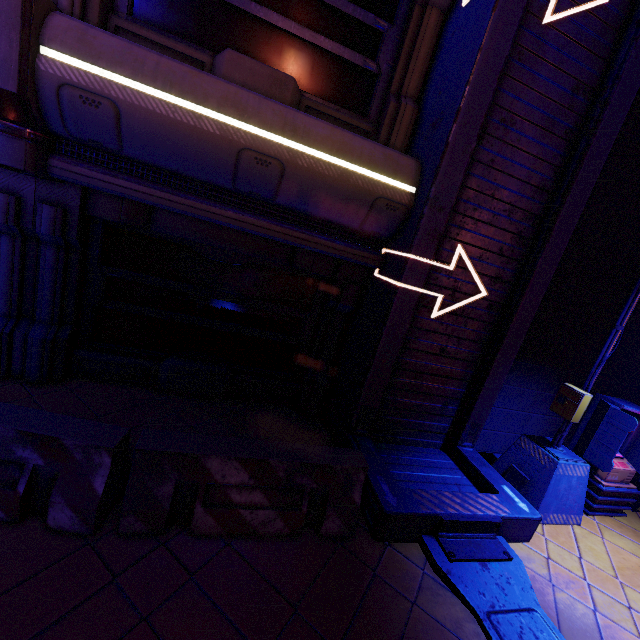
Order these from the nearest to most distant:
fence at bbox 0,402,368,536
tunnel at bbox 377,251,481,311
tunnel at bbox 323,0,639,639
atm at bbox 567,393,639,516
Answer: fence at bbox 0,402,368,536 < tunnel at bbox 323,0,639,639 < tunnel at bbox 377,251,481,311 < atm at bbox 567,393,639,516

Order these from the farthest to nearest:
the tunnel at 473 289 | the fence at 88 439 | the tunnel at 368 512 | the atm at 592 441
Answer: the atm at 592 441, the tunnel at 473 289, the tunnel at 368 512, the fence at 88 439

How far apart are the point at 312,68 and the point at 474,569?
7.12m

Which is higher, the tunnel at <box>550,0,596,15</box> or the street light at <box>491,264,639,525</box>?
the tunnel at <box>550,0,596,15</box>

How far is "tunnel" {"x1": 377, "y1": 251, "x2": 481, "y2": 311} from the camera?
4.5m

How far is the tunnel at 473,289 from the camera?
4.5 meters

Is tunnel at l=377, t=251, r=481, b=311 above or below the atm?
Result: above

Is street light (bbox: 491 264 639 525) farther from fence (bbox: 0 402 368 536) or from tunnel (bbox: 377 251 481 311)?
fence (bbox: 0 402 368 536)
